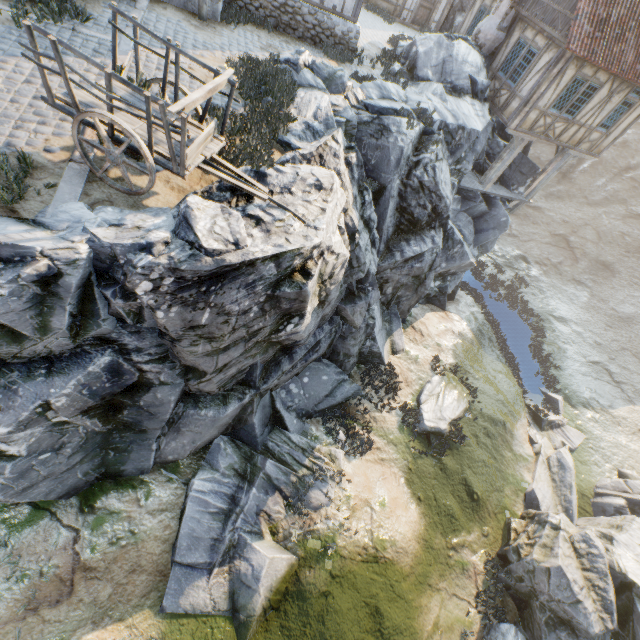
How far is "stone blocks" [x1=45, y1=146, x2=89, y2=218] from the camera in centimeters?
462cm

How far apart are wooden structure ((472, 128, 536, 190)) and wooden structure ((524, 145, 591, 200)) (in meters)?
2.35

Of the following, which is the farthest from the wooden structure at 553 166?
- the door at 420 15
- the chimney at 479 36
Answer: the door at 420 15

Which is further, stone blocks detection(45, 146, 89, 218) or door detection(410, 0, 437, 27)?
door detection(410, 0, 437, 27)

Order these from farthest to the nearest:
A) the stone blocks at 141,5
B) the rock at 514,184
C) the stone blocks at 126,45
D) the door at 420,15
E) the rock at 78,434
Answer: the door at 420,15 → the rock at 514,184 → the stone blocks at 141,5 → the stone blocks at 126,45 → the rock at 78,434

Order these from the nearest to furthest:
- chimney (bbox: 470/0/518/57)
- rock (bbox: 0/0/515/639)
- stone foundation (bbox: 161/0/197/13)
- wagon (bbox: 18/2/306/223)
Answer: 1. wagon (bbox: 18/2/306/223)
2. rock (bbox: 0/0/515/639)
3. stone foundation (bbox: 161/0/197/13)
4. chimney (bbox: 470/0/518/57)

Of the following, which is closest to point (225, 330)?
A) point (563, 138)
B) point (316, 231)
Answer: point (316, 231)

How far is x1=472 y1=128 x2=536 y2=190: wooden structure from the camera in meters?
15.1
